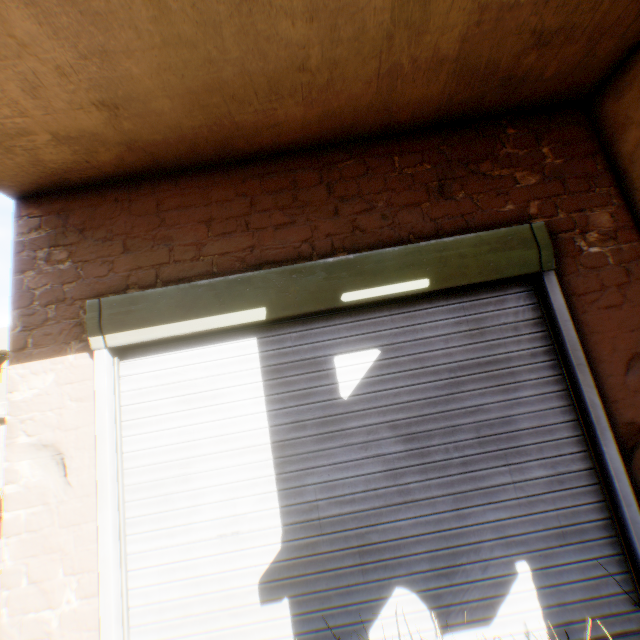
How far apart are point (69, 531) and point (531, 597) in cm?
296
